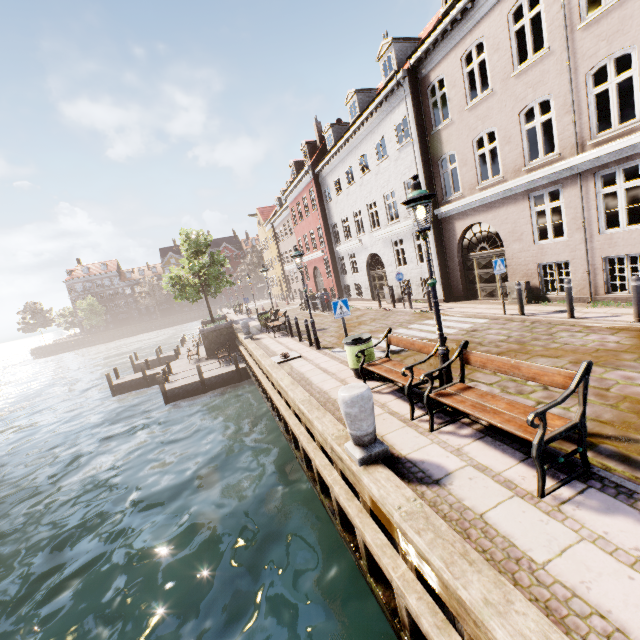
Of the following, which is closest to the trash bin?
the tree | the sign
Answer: the sign

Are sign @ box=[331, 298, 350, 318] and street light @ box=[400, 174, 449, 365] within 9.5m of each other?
yes

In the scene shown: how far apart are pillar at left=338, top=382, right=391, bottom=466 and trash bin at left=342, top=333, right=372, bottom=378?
2.9 meters

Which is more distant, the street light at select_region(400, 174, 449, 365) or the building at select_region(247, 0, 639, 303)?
the building at select_region(247, 0, 639, 303)

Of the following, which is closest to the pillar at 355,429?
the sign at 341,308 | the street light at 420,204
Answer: the street light at 420,204

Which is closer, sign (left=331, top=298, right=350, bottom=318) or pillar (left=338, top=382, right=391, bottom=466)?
pillar (left=338, top=382, right=391, bottom=466)

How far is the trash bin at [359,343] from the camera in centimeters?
774cm

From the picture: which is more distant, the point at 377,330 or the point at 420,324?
the point at 377,330
